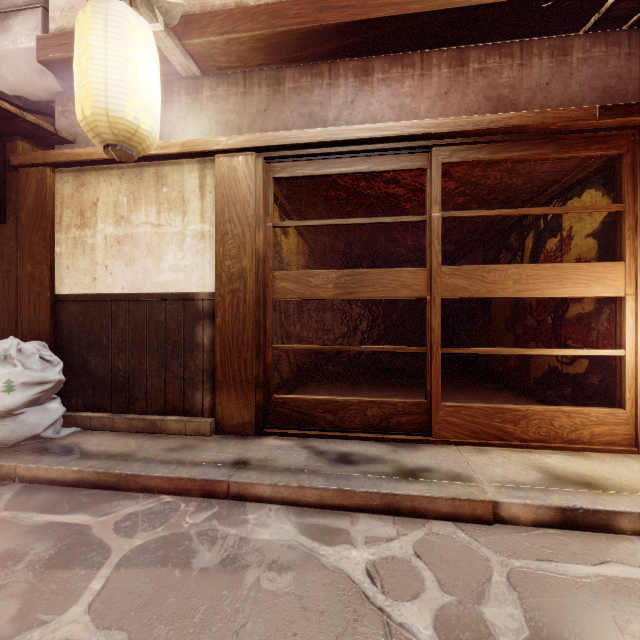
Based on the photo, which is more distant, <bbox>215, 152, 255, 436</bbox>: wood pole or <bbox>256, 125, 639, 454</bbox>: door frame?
<bbox>215, 152, 255, 436</bbox>: wood pole

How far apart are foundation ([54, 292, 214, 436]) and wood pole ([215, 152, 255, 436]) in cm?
1

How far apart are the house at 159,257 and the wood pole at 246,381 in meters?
0.0 m

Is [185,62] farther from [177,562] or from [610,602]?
[610,602]

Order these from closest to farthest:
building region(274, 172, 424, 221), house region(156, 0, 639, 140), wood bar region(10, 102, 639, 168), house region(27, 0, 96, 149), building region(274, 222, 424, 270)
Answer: wood bar region(10, 102, 639, 168)
house region(156, 0, 639, 140)
house region(27, 0, 96, 149)
building region(274, 172, 424, 221)
building region(274, 222, 424, 270)

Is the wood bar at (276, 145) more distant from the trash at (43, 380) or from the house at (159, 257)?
the trash at (43, 380)

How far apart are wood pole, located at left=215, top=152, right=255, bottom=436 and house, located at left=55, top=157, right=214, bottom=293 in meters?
0.0

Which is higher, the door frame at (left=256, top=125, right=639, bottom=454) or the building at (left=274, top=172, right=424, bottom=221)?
the building at (left=274, top=172, right=424, bottom=221)
